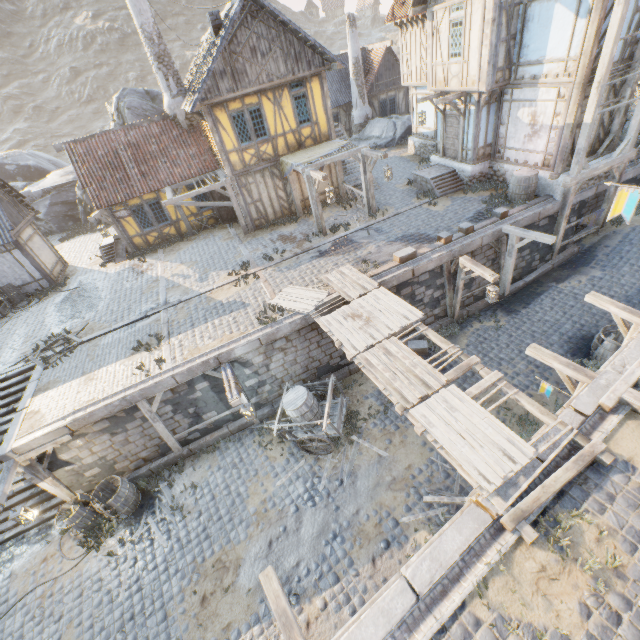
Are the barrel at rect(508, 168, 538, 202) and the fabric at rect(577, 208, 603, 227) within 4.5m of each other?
yes

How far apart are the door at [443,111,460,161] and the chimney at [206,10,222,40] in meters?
10.6 m

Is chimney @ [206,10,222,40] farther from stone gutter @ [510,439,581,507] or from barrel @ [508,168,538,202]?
stone gutter @ [510,439,581,507]

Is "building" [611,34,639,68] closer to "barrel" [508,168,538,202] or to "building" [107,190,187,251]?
"barrel" [508,168,538,202]

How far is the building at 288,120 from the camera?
14.3 meters

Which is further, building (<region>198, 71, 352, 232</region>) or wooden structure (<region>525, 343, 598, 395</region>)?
building (<region>198, 71, 352, 232</region>)

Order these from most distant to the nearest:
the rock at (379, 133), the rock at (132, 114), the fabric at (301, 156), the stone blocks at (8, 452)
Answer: the rock at (379, 133), the rock at (132, 114), the fabric at (301, 156), the stone blocks at (8, 452)

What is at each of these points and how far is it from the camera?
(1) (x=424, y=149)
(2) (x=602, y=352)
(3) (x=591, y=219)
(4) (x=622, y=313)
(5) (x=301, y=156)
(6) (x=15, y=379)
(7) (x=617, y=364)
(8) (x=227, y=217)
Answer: (1) stone foundation, 20.5 meters
(2) barrel, 10.5 meters
(3) fabric, 13.9 meters
(4) wooden structure, 8.0 meters
(5) fabric, 14.9 meters
(6) stairs, 11.9 meters
(7) stone blocks, 6.9 meters
(8) door, 18.9 meters
